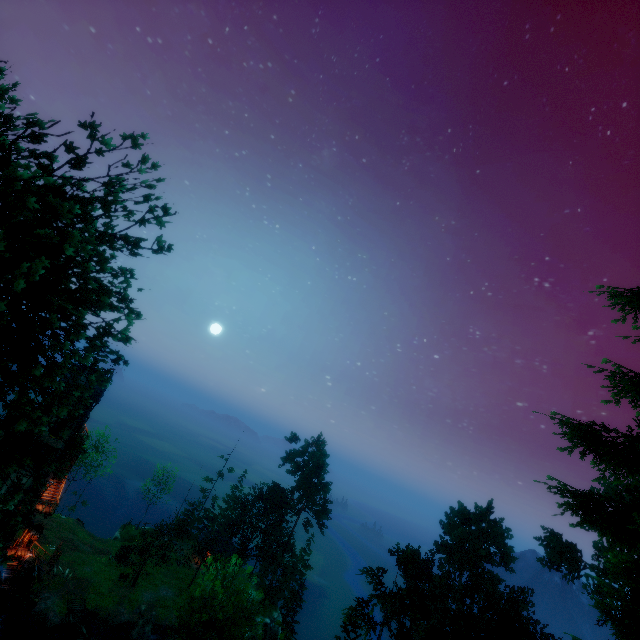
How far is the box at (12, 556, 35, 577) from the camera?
31.16m

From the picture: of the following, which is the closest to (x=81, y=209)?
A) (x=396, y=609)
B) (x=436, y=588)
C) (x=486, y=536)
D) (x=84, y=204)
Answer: (x=84, y=204)

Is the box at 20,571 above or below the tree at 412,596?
below

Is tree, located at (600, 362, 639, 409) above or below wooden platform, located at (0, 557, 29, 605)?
above

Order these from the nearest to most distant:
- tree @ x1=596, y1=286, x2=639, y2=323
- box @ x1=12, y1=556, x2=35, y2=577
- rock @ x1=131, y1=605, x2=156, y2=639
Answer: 1. tree @ x1=596, y1=286, x2=639, y2=323
2. box @ x1=12, y1=556, x2=35, y2=577
3. rock @ x1=131, y1=605, x2=156, y2=639

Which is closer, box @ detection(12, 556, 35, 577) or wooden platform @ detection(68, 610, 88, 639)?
wooden platform @ detection(68, 610, 88, 639)

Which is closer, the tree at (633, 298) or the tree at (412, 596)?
the tree at (412, 596)

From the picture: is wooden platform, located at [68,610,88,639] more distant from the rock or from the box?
the box
